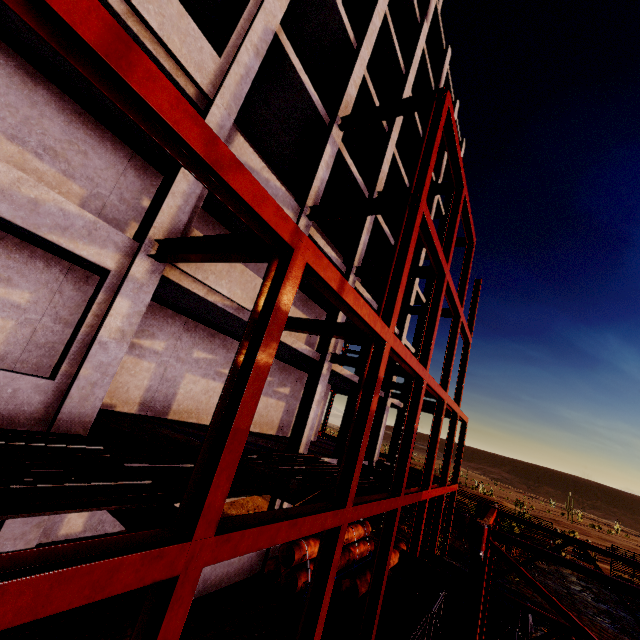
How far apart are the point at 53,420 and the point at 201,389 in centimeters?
745cm

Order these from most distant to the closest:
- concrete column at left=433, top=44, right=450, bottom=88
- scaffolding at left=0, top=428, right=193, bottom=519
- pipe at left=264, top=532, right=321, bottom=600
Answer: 1. concrete column at left=433, top=44, right=450, bottom=88
2. pipe at left=264, top=532, right=321, bottom=600
3. scaffolding at left=0, top=428, right=193, bottom=519

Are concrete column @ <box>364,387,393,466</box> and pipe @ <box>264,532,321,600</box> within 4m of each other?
no

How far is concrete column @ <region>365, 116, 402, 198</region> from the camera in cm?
1519

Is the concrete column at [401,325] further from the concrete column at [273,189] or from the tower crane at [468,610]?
the tower crane at [468,610]

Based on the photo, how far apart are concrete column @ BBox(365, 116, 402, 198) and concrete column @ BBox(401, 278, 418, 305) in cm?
717

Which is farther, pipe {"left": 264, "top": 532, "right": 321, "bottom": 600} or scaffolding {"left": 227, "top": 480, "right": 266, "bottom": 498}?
pipe {"left": 264, "top": 532, "right": 321, "bottom": 600}

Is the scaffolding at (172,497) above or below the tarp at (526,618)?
above
